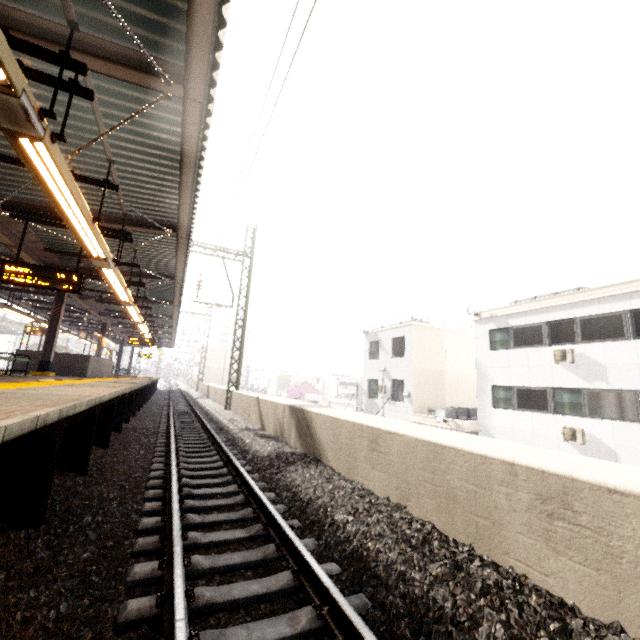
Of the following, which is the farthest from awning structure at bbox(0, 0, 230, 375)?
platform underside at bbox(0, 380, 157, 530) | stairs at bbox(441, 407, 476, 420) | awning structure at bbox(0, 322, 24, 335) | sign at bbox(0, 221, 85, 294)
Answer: stairs at bbox(441, 407, 476, 420)

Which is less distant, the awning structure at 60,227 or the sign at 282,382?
the awning structure at 60,227

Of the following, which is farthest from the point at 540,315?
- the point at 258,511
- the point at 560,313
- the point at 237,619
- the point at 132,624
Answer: the point at 132,624

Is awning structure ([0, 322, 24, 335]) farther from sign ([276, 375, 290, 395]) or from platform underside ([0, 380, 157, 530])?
sign ([276, 375, 290, 395])

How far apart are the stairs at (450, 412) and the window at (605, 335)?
7.4m

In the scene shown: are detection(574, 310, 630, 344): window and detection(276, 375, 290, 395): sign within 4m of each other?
no

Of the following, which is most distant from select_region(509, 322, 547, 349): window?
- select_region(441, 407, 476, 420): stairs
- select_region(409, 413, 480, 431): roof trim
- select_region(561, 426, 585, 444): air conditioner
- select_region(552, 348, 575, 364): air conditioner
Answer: select_region(441, 407, 476, 420): stairs

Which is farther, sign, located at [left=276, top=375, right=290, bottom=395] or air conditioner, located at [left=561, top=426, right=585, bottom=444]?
sign, located at [left=276, top=375, right=290, bottom=395]
